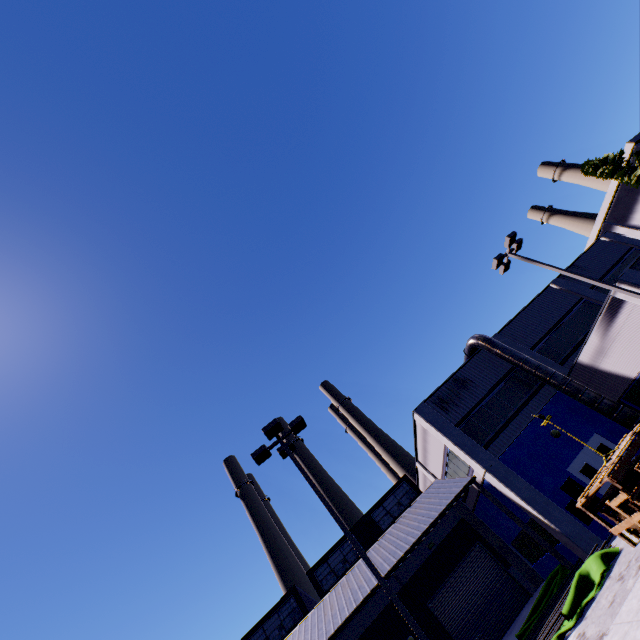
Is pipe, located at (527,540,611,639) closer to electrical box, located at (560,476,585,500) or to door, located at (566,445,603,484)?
electrical box, located at (560,476,585,500)

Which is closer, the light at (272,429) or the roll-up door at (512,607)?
the light at (272,429)

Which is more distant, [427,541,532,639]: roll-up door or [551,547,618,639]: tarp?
[427,541,532,639]: roll-up door

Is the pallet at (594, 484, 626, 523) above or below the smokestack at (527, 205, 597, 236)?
below

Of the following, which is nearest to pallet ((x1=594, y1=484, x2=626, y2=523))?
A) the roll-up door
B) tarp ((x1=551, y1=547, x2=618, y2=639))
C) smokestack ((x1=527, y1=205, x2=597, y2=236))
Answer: tarp ((x1=551, y1=547, x2=618, y2=639))

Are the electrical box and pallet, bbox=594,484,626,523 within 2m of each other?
no

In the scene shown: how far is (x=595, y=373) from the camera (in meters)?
18.12

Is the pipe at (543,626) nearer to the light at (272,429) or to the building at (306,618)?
the building at (306,618)
